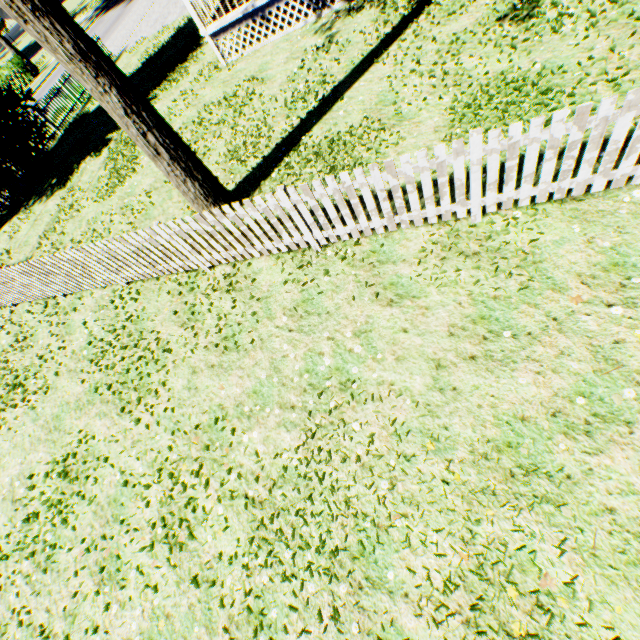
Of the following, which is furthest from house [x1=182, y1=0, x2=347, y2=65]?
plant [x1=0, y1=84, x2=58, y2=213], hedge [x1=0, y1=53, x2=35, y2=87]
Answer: hedge [x1=0, y1=53, x2=35, y2=87]

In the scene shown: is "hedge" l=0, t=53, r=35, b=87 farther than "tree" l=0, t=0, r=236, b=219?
Yes

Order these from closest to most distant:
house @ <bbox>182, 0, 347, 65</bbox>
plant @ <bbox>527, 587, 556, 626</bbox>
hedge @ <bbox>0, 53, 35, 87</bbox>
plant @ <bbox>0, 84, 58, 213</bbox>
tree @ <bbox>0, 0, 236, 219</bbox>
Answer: plant @ <bbox>527, 587, 556, 626</bbox>, tree @ <bbox>0, 0, 236, 219</bbox>, house @ <bbox>182, 0, 347, 65</bbox>, plant @ <bbox>0, 84, 58, 213</bbox>, hedge @ <bbox>0, 53, 35, 87</bbox>

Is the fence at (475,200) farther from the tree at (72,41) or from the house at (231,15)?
the house at (231,15)

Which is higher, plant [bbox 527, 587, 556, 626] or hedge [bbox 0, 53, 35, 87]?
hedge [bbox 0, 53, 35, 87]

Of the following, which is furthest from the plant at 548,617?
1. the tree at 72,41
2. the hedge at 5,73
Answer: the hedge at 5,73

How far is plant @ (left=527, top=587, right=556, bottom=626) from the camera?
2.64m

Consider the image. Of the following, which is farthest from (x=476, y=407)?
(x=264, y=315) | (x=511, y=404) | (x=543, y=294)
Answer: (x=264, y=315)
